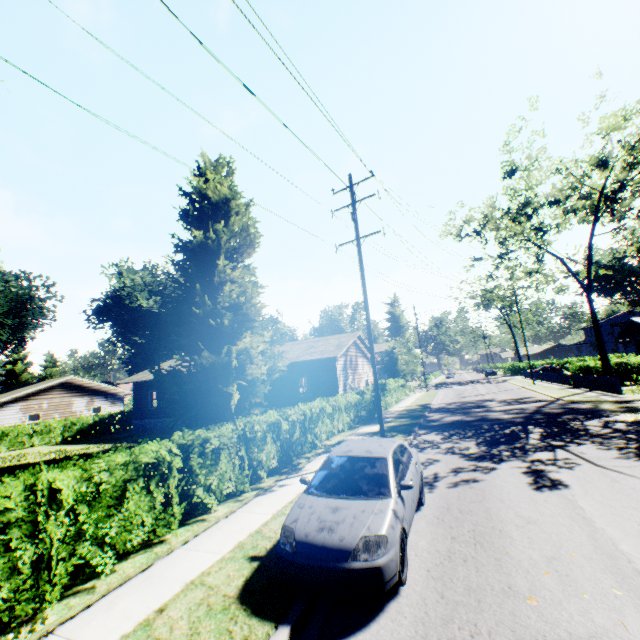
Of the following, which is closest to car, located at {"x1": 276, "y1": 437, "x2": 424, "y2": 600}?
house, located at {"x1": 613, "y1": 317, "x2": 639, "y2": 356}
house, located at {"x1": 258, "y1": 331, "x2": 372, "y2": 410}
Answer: house, located at {"x1": 258, "y1": 331, "x2": 372, "y2": 410}

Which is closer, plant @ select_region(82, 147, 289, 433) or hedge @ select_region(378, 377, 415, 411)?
plant @ select_region(82, 147, 289, 433)

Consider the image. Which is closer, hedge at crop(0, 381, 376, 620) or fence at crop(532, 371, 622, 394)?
hedge at crop(0, 381, 376, 620)

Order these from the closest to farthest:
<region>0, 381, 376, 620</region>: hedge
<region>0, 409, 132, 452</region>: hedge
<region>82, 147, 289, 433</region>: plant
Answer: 1. <region>0, 381, 376, 620</region>: hedge
2. <region>82, 147, 289, 433</region>: plant
3. <region>0, 409, 132, 452</region>: hedge

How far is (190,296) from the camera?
20.75m

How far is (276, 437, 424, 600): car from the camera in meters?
4.4

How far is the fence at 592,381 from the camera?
22.4 meters

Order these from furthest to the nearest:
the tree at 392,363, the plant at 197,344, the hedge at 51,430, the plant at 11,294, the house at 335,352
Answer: the tree at 392,363 → the plant at 11,294 → the hedge at 51,430 → the house at 335,352 → the plant at 197,344
